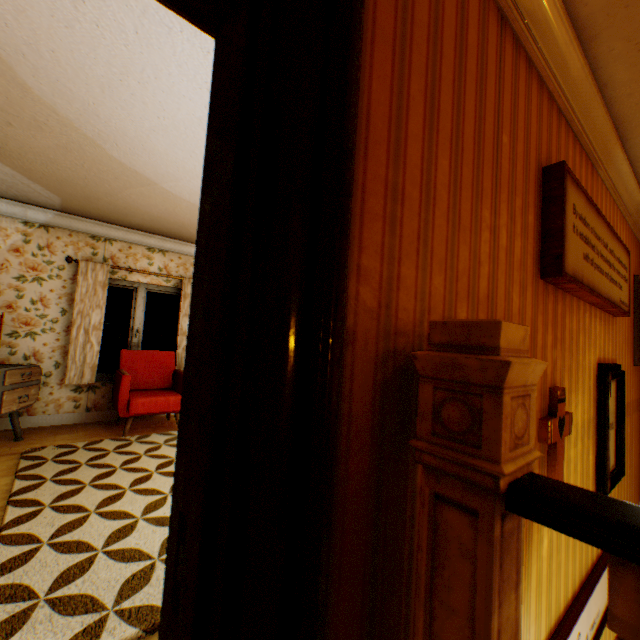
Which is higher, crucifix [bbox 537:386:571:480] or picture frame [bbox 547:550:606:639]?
crucifix [bbox 537:386:571:480]

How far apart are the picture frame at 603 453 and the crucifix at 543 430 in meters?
0.8 m

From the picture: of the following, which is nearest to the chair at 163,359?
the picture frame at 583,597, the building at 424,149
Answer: the building at 424,149

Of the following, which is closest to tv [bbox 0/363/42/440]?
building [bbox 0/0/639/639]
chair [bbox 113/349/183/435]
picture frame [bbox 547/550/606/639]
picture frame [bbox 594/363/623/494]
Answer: building [bbox 0/0/639/639]

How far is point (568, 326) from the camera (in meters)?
1.97

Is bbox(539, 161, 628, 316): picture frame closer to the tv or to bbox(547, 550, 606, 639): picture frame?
bbox(547, 550, 606, 639): picture frame

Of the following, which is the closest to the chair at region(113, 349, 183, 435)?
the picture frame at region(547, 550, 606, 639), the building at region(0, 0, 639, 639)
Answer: the building at region(0, 0, 639, 639)

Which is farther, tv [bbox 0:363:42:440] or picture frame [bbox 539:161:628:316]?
tv [bbox 0:363:42:440]
